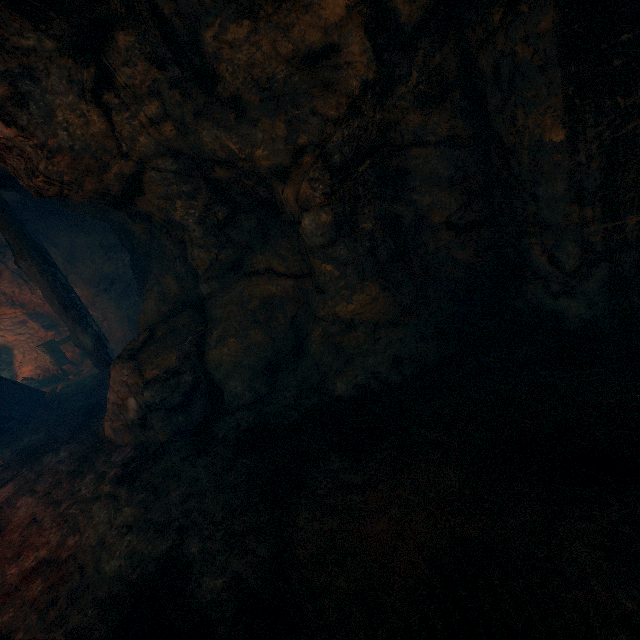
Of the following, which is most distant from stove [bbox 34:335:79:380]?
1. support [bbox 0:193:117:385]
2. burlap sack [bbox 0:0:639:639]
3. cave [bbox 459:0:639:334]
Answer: cave [bbox 459:0:639:334]

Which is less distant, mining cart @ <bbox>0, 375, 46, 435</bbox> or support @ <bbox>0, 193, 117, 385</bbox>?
support @ <bbox>0, 193, 117, 385</bbox>

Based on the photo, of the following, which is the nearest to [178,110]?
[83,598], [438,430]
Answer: [438,430]

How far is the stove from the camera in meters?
9.7

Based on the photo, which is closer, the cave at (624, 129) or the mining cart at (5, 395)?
the cave at (624, 129)

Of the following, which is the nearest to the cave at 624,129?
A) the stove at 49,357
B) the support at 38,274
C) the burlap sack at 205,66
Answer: the burlap sack at 205,66

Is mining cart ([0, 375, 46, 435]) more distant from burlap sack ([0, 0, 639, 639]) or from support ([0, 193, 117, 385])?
support ([0, 193, 117, 385])

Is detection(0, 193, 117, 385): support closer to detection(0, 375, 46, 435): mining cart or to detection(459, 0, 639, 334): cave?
detection(0, 375, 46, 435): mining cart
